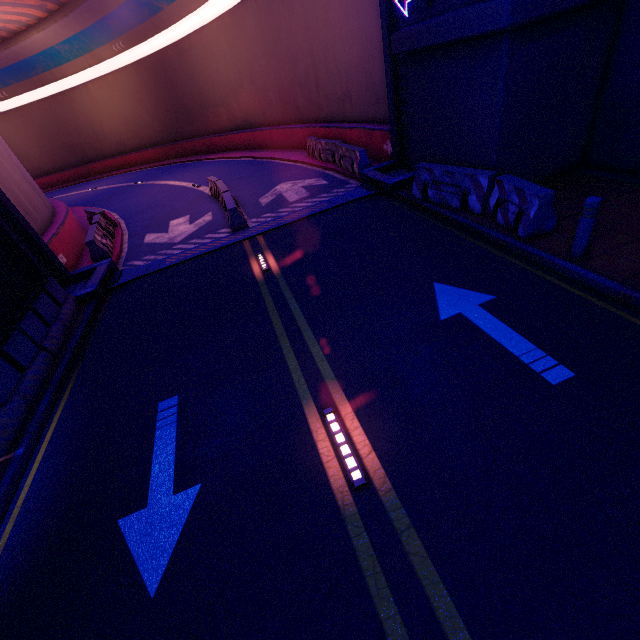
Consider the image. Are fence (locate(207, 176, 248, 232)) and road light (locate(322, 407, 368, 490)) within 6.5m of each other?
no

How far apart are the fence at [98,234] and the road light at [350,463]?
→ 11.5 meters

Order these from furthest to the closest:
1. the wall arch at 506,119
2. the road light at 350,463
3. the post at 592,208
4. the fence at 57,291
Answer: the wall arch at 506,119
the fence at 57,291
the post at 592,208
the road light at 350,463

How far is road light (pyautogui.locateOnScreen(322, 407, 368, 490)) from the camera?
3.8m

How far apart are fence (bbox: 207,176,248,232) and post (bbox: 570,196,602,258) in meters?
9.5 m

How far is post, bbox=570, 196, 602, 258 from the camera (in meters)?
5.21

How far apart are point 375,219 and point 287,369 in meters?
6.1 m

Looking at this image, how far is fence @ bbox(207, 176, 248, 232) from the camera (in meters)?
11.29
